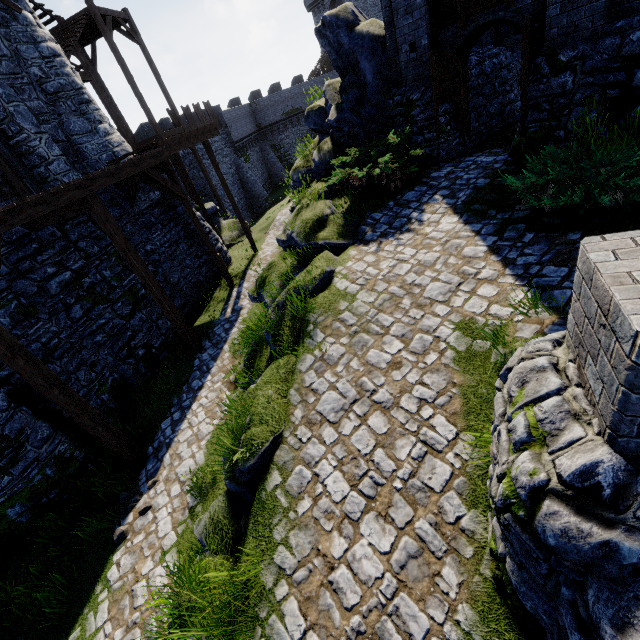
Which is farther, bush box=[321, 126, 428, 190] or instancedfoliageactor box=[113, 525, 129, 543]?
bush box=[321, 126, 428, 190]

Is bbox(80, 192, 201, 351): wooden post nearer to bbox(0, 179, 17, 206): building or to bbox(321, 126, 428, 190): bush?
bbox(0, 179, 17, 206): building

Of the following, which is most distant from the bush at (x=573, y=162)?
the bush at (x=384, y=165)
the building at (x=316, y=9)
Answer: the building at (x=316, y=9)

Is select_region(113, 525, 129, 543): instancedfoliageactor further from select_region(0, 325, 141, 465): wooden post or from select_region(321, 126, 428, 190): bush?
select_region(321, 126, 428, 190): bush

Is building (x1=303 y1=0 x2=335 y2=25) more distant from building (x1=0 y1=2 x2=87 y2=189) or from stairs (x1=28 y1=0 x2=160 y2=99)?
building (x1=0 y1=2 x2=87 y2=189)

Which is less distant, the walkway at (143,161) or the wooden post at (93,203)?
the walkway at (143,161)

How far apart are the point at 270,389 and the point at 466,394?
3.3 meters

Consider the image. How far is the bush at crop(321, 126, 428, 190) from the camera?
8.4 meters
